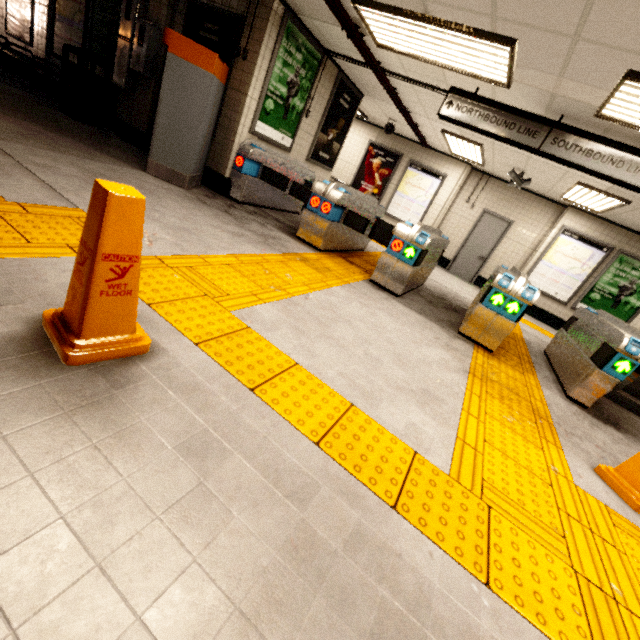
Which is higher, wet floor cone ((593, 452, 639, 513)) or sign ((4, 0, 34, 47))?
sign ((4, 0, 34, 47))

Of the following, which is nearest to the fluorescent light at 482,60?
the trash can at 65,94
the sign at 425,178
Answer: the trash can at 65,94

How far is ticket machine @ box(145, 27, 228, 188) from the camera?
4.39m

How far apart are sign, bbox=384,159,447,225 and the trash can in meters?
7.8 m

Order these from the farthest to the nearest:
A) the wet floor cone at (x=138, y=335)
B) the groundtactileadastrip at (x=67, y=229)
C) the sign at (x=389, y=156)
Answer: the sign at (x=389, y=156) → the groundtactileadastrip at (x=67, y=229) → the wet floor cone at (x=138, y=335)

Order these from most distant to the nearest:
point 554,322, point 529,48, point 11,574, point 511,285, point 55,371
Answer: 1. point 554,322
2. point 511,285
3. point 529,48
4. point 55,371
5. point 11,574

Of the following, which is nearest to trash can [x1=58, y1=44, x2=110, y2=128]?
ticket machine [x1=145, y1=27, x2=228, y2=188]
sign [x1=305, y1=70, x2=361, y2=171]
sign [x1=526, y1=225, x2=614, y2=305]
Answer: ticket machine [x1=145, y1=27, x2=228, y2=188]

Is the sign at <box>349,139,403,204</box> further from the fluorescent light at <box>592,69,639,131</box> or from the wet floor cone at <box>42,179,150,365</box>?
the wet floor cone at <box>42,179,150,365</box>
